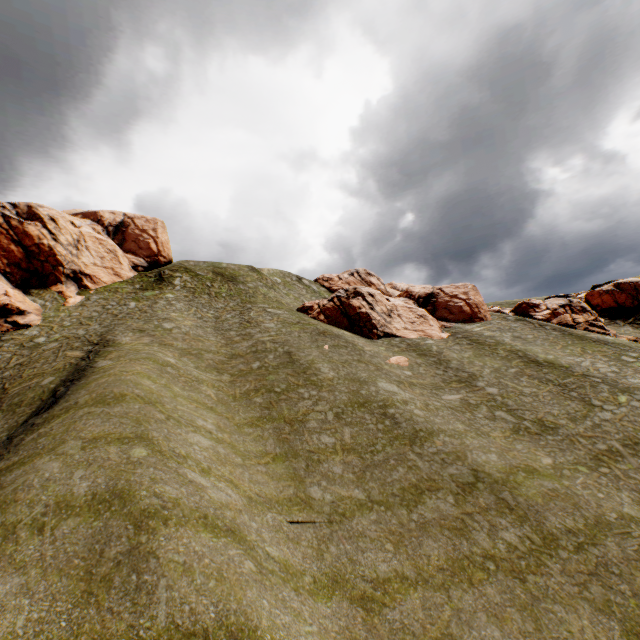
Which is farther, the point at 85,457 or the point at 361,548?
the point at 361,548

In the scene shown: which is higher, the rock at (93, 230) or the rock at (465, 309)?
the rock at (93, 230)

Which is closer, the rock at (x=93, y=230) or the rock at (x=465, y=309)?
the rock at (x=93, y=230)

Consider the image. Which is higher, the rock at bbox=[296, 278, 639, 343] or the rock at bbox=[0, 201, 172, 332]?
the rock at bbox=[0, 201, 172, 332]

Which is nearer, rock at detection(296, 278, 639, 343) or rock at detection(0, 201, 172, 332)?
rock at detection(0, 201, 172, 332)
